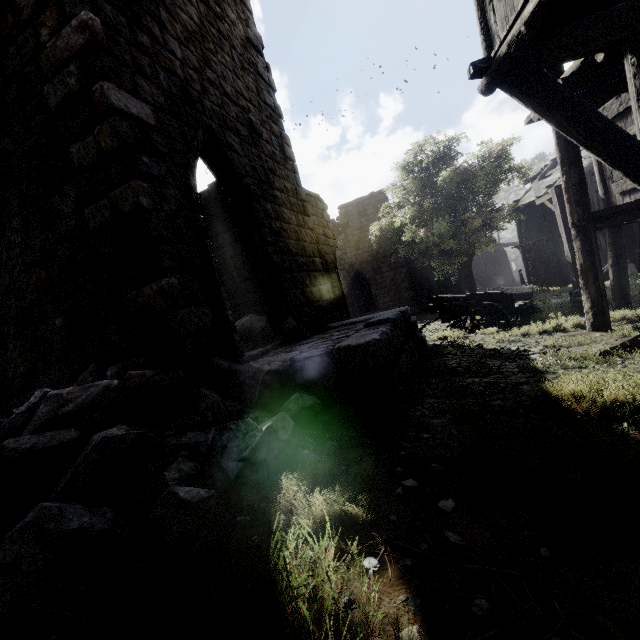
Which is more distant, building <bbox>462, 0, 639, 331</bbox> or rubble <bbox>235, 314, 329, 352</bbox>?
rubble <bbox>235, 314, 329, 352</bbox>

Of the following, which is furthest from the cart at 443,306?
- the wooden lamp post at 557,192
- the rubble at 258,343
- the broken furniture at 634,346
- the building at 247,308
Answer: the rubble at 258,343

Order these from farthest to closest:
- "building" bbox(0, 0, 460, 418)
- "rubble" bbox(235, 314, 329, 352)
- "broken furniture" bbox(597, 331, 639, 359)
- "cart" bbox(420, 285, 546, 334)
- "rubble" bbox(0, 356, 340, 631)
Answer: "cart" bbox(420, 285, 546, 334) → "rubble" bbox(235, 314, 329, 352) → "broken furniture" bbox(597, 331, 639, 359) → "building" bbox(0, 0, 460, 418) → "rubble" bbox(0, 356, 340, 631)

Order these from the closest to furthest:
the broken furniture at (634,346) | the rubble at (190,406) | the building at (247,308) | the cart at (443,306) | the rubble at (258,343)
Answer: the rubble at (190,406) → the building at (247,308) → the broken furniture at (634,346) → the rubble at (258,343) → the cart at (443,306)

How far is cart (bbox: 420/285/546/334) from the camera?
10.38m

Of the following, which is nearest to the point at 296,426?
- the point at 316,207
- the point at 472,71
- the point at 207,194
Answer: the point at 472,71

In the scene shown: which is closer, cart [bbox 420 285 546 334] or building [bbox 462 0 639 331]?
building [bbox 462 0 639 331]
